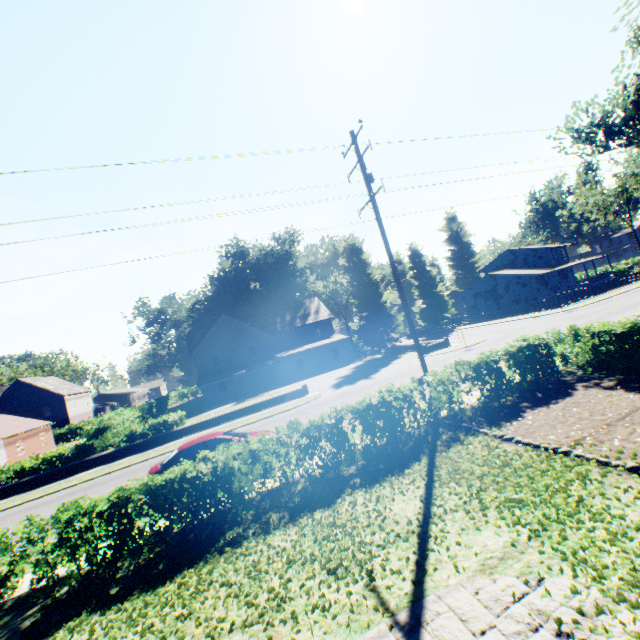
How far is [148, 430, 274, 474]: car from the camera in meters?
11.6

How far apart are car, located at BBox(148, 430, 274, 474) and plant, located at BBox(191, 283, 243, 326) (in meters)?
45.99

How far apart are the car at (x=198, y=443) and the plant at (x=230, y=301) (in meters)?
45.99

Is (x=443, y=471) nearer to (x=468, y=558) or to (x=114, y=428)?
(x=468, y=558)

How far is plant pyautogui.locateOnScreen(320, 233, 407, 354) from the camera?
38.7 meters

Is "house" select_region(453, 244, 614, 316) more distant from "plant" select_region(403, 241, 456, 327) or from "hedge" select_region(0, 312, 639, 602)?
"hedge" select_region(0, 312, 639, 602)

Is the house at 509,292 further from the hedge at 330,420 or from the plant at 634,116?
the hedge at 330,420

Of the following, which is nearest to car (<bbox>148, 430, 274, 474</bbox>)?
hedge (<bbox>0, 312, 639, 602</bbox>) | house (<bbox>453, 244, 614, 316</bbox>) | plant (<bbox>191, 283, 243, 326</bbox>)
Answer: hedge (<bbox>0, 312, 639, 602</bbox>)
